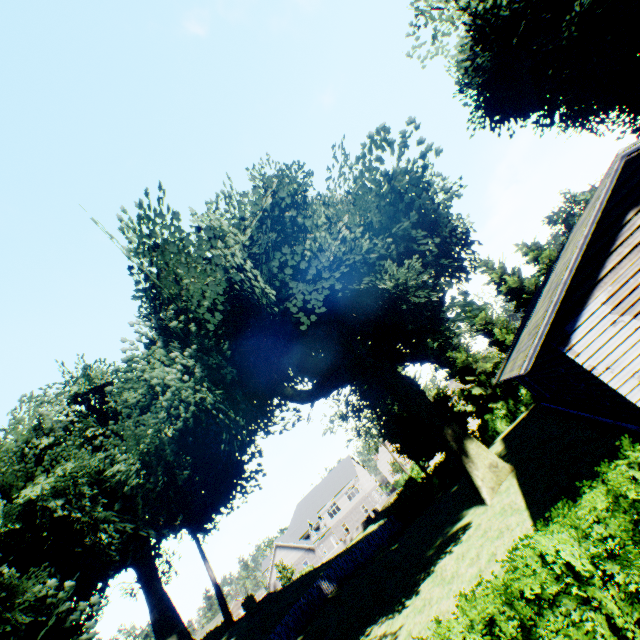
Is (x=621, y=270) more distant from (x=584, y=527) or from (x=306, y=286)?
(x=306, y=286)

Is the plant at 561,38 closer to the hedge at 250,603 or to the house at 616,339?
the hedge at 250,603

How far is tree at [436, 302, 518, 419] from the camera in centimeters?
3203cm

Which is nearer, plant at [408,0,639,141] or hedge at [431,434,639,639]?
hedge at [431,434,639,639]

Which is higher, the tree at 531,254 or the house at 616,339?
the tree at 531,254

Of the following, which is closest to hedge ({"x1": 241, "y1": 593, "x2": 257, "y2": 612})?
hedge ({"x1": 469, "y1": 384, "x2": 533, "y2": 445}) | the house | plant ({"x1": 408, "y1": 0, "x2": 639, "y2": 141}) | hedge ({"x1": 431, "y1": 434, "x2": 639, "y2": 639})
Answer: plant ({"x1": 408, "y1": 0, "x2": 639, "y2": 141})

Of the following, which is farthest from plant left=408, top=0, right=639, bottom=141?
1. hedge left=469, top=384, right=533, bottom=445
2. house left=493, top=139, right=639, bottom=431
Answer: house left=493, top=139, right=639, bottom=431

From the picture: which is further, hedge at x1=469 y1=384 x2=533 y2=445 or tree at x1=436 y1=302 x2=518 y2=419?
tree at x1=436 y1=302 x2=518 y2=419
